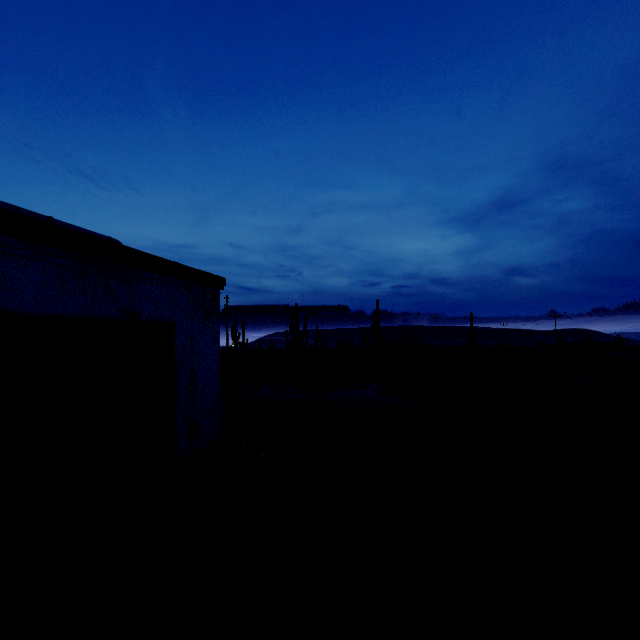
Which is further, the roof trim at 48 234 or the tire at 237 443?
the tire at 237 443

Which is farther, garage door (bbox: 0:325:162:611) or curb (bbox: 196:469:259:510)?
curb (bbox: 196:469:259:510)

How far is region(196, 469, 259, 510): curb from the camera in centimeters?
564cm

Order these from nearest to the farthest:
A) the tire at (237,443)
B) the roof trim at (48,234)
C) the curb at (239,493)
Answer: the roof trim at (48,234), the curb at (239,493), the tire at (237,443)

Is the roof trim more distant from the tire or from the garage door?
the tire

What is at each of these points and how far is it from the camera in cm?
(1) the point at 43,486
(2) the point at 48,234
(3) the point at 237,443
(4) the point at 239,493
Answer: (1) garage door, 366
(2) roof trim, 356
(3) tire, 712
(4) curb, 603

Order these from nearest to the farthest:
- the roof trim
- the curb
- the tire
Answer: the roof trim → the curb → the tire

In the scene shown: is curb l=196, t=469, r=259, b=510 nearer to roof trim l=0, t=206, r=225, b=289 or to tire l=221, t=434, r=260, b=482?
tire l=221, t=434, r=260, b=482
